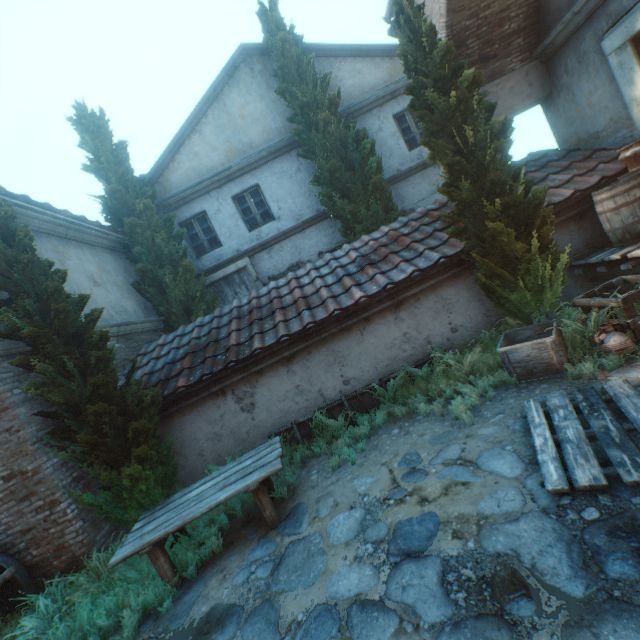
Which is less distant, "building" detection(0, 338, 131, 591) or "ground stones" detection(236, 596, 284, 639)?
"ground stones" detection(236, 596, 284, 639)

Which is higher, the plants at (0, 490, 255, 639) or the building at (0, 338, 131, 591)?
the building at (0, 338, 131, 591)

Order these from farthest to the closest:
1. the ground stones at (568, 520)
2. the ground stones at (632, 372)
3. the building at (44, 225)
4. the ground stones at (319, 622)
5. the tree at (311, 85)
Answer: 1. the tree at (311, 85)
2. the building at (44, 225)
3. the ground stones at (632, 372)
4. the ground stones at (319, 622)
5. the ground stones at (568, 520)

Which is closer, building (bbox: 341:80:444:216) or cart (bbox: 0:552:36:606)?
cart (bbox: 0:552:36:606)

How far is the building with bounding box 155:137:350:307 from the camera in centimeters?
1062cm

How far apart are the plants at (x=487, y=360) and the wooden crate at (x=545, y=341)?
0.0 meters

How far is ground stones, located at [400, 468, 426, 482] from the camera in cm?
371

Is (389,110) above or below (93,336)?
above
